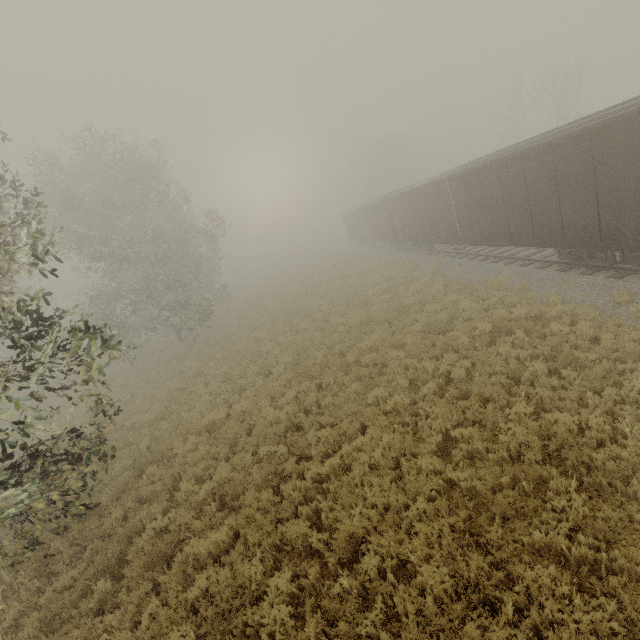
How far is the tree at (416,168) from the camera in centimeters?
4834cm

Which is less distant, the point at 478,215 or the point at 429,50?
the point at 478,215

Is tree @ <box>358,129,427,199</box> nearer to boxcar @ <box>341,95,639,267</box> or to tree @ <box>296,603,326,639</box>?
boxcar @ <box>341,95,639,267</box>

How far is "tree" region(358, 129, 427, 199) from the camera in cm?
4834

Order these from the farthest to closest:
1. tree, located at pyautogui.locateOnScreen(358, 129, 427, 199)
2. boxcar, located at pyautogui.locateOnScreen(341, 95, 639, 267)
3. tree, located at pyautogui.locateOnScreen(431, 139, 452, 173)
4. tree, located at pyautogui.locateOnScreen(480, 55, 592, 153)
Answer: tree, located at pyautogui.locateOnScreen(431, 139, 452, 173)
tree, located at pyautogui.locateOnScreen(358, 129, 427, 199)
tree, located at pyautogui.locateOnScreen(480, 55, 592, 153)
boxcar, located at pyautogui.locateOnScreen(341, 95, 639, 267)

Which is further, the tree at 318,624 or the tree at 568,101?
the tree at 568,101
